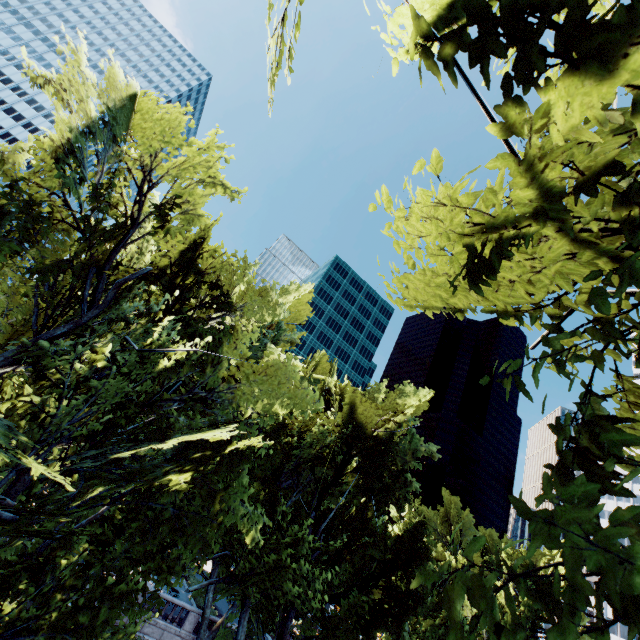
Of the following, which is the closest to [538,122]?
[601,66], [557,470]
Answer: [601,66]
